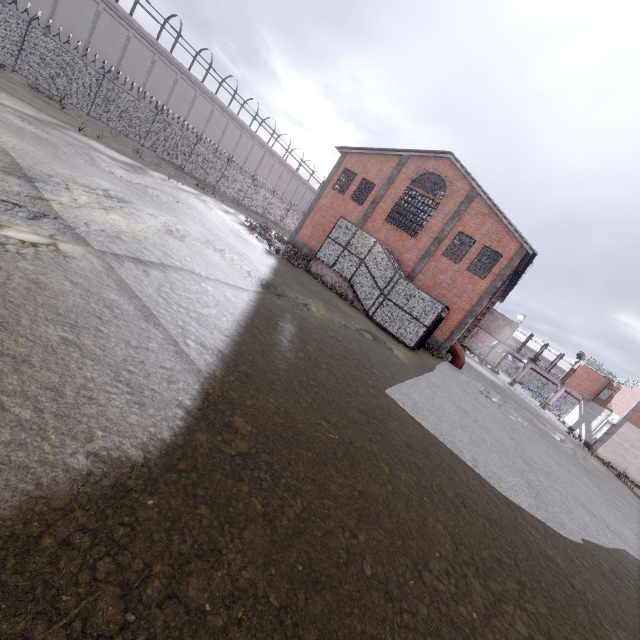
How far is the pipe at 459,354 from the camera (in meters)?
23.38

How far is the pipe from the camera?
23.4m

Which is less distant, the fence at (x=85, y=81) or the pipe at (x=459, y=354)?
the fence at (x=85, y=81)

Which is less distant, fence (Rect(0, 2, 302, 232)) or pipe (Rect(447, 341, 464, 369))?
fence (Rect(0, 2, 302, 232))

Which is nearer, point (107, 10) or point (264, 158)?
point (107, 10)
